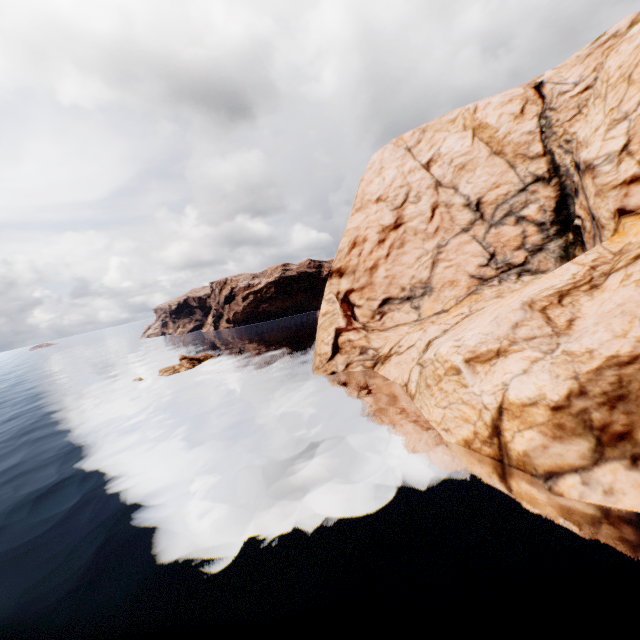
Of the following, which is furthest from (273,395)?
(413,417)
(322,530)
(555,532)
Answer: (555,532)

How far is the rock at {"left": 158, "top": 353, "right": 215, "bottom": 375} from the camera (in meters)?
52.38

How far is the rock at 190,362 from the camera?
52.4 meters

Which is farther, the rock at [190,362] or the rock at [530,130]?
the rock at [190,362]

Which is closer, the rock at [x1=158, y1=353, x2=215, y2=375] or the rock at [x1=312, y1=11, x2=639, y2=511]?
the rock at [x1=312, y1=11, x2=639, y2=511]
